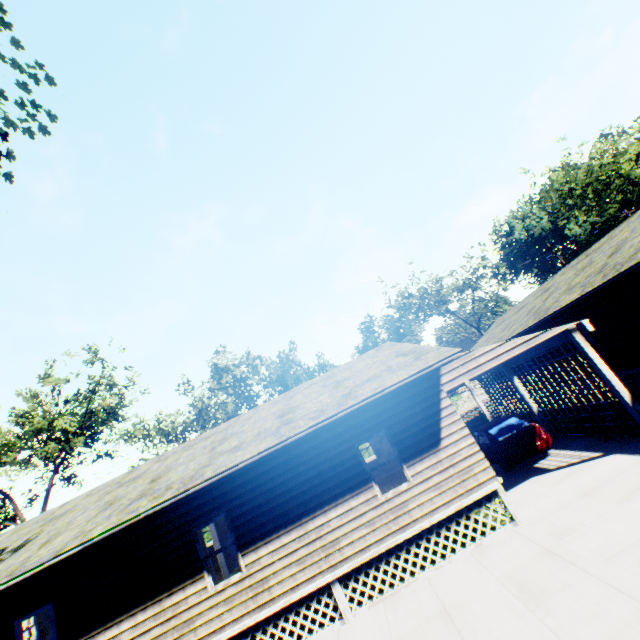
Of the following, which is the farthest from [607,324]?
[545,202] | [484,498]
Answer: [545,202]

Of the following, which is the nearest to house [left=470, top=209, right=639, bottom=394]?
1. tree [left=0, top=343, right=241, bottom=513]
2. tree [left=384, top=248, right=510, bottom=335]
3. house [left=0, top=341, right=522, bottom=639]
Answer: house [left=0, top=341, right=522, bottom=639]

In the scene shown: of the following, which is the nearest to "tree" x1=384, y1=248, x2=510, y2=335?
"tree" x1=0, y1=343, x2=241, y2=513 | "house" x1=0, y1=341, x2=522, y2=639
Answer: "house" x1=0, y1=341, x2=522, y2=639

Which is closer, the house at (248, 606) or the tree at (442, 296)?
the house at (248, 606)

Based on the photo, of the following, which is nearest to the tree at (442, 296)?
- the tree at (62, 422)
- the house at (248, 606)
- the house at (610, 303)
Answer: the house at (610, 303)

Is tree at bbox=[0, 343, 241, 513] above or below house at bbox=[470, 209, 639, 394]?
above

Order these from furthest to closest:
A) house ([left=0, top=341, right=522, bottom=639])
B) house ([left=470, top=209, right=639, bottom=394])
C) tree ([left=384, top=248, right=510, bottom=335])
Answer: tree ([left=384, top=248, right=510, bottom=335]) < house ([left=470, top=209, right=639, bottom=394]) < house ([left=0, top=341, right=522, bottom=639])

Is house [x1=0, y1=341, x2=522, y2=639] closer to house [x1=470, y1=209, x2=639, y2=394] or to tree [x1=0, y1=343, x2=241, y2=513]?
house [x1=470, y1=209, x2=639, y2=394]
